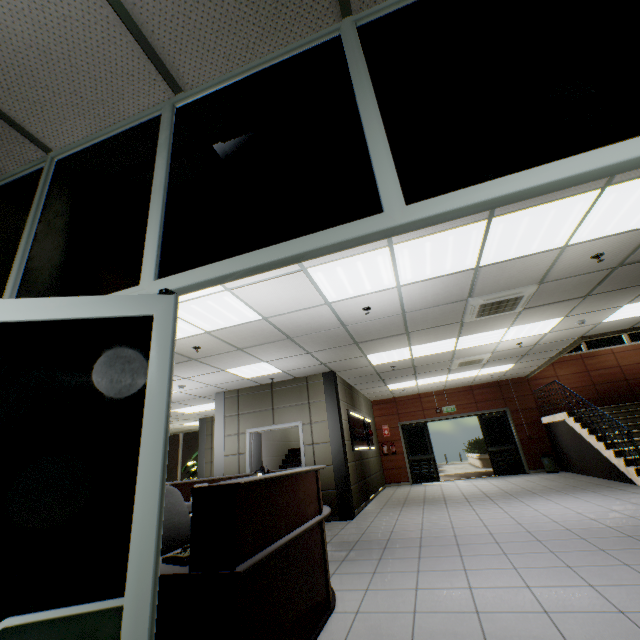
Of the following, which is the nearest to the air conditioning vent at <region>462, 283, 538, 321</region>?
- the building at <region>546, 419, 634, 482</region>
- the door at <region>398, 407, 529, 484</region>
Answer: the building at <region>546, 419, 634, 482</region>

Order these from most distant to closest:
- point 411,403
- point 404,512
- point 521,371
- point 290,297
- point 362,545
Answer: point 411,403 → point 521,371 → point 404,512 → point 362,545 → point 290,297

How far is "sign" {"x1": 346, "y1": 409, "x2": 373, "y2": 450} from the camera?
8.6 meters

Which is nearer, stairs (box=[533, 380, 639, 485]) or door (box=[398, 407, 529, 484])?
stairs (box=[533, 380, 639, 485])

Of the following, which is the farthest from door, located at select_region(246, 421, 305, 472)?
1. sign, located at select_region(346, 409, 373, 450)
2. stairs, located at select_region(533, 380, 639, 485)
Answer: stairs, located at select_region(533, 380, 639, 485)

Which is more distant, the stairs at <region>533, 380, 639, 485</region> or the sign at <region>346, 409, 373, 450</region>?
the sign at <region>346, 409, 373, 450</region>

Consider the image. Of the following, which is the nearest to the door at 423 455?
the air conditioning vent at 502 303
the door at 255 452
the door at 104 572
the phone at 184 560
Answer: the door at 255 452

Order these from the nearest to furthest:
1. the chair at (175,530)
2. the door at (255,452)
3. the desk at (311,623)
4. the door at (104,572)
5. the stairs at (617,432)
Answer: the door at (104,572)
the desk at (311,623)
the chair at (175,530)
the stairs at (617,432)
the door at (255,452)
